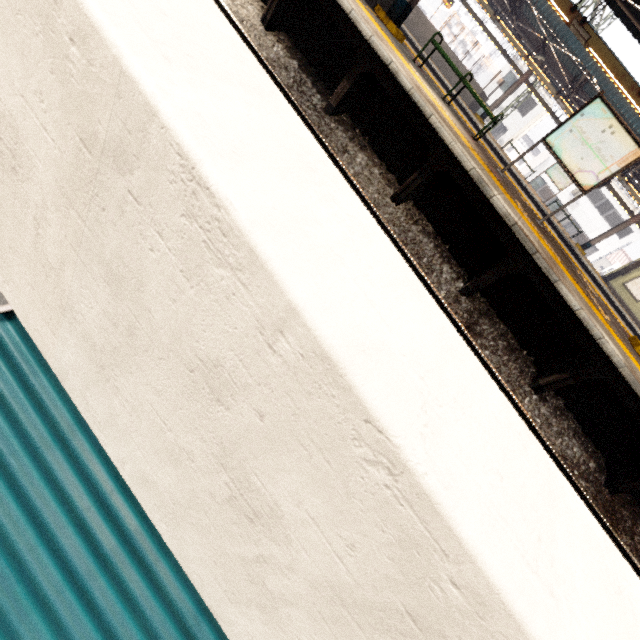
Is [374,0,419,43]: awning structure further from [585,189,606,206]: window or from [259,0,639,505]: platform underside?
[585,189,606,206]: window

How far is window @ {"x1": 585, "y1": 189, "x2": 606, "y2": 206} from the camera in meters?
32.2 m

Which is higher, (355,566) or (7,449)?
(355,566)

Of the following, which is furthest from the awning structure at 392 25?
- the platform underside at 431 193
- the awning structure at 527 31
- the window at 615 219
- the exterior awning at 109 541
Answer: the window at 615 219

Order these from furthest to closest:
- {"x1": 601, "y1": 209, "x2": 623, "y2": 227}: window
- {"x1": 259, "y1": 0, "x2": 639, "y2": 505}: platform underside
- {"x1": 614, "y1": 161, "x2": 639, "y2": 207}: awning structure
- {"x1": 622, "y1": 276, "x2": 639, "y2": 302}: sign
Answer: {"x1": 601, "y1": 209, "x2": 623, "y2": 227}: window < {"x1": 622, "y1": 276, "x2": 639, "y2": 302}: sign < {"x1": 614, "y1": 161, "x2": 639, "y2": 207}: awning structure < {"x1": 259, "y1": 0, "x2": 639, "y2": 505}: platform underside

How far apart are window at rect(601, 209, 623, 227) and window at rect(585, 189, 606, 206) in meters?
1.1

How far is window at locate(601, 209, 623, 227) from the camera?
32.09m
